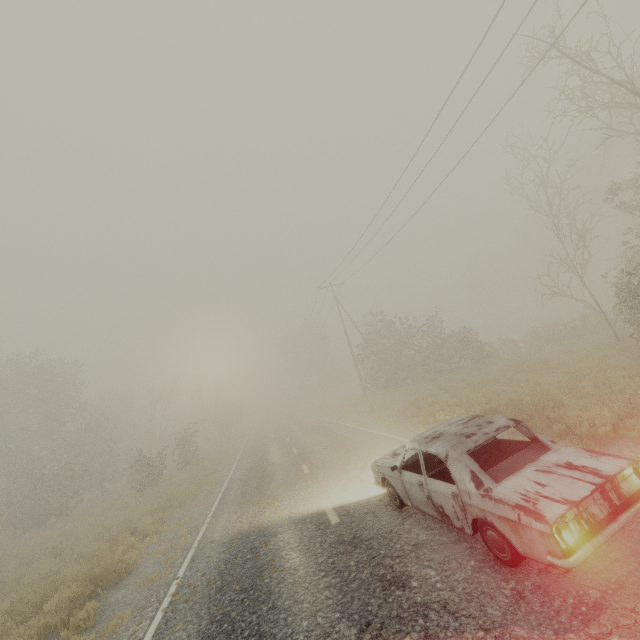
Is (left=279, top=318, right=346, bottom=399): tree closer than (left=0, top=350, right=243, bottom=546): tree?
No

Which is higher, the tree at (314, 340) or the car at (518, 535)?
the tree at (314, 340)

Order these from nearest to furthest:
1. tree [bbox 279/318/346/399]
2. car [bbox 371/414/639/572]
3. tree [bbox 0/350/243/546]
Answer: car [bbox 371/414/639/572] < tree [bbox 0/350/243/546] < tree [bbox 279/318/346/399]

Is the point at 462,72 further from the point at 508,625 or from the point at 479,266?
the point at 479,266

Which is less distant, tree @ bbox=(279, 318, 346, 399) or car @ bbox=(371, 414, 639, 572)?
car @ bbox=(371, 414, 639, 572)

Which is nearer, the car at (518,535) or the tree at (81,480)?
the car at (518,535)

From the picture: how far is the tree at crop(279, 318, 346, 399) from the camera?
54.78m
